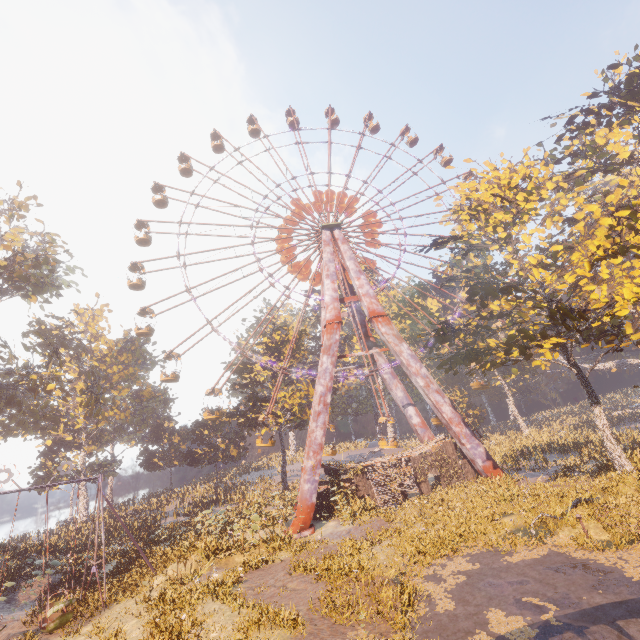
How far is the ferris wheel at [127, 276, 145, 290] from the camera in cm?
3270

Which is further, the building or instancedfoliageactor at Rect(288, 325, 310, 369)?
instancedfoliageactor at Rect(288, 325, 310, 369)

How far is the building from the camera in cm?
2489

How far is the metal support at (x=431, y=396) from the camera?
23.5 meters

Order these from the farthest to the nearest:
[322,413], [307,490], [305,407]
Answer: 1. [305,407]
2. [322,413]
3. [307,490]

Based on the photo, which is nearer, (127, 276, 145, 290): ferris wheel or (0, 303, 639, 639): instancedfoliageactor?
(0, 303, 639, 639): instancedfoliageactor

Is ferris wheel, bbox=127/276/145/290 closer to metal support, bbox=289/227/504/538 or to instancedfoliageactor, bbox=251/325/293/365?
metal support, bbox=289/227/504/538

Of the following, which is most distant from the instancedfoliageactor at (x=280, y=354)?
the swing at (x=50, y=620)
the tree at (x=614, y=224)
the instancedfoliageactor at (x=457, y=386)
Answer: the instancedfoliageactor at (x=457, y=386)
